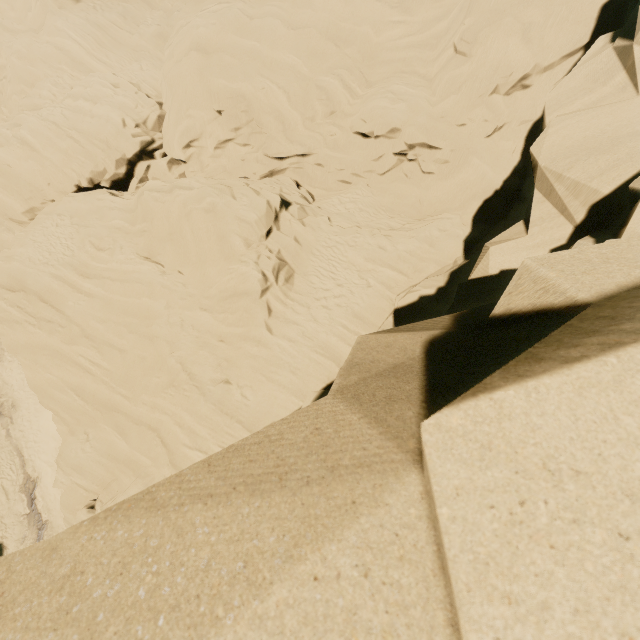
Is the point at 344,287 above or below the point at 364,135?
below
